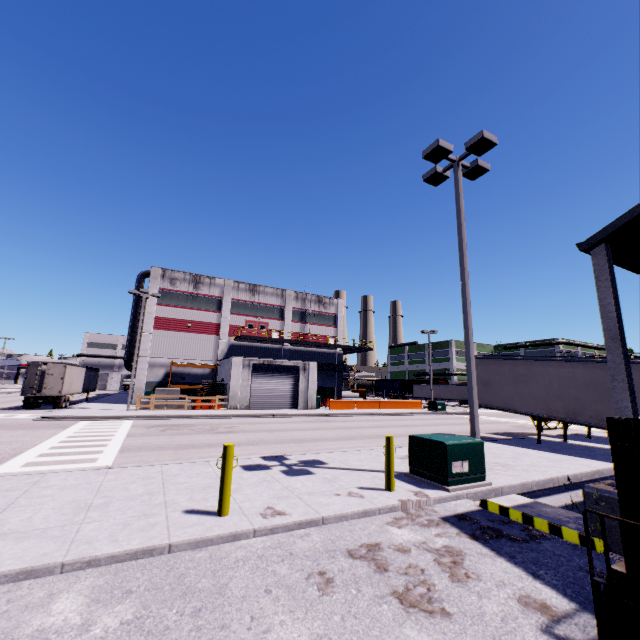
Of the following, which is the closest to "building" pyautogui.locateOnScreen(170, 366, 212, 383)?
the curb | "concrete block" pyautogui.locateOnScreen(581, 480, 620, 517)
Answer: Result: "concrete block" pyautogui.locateOnScreen(581, 480, 620, 517)

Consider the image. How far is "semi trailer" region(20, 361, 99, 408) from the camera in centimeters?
2682cm

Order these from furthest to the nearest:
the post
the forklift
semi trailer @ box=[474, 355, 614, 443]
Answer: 1. semi trailer @ box=[474, 355, 614, 443]
2. the post
3. the forklift

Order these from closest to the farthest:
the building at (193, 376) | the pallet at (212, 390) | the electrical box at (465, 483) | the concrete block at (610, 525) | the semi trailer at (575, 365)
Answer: the concrete block at (610, 525) → the electrical box at (465, 483) → the semi trailer at (575, 365) → the pallet at (212, 390) → the building at (193, 376)

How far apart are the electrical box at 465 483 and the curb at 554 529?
0.58m

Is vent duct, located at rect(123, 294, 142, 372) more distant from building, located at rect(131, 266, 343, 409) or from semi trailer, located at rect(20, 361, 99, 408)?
semi trailer, located at rect(20, 361, 99, 408)

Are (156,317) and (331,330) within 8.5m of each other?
no

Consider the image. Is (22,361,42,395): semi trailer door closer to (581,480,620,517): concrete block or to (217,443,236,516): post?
(581,480,620,517): concrete block
